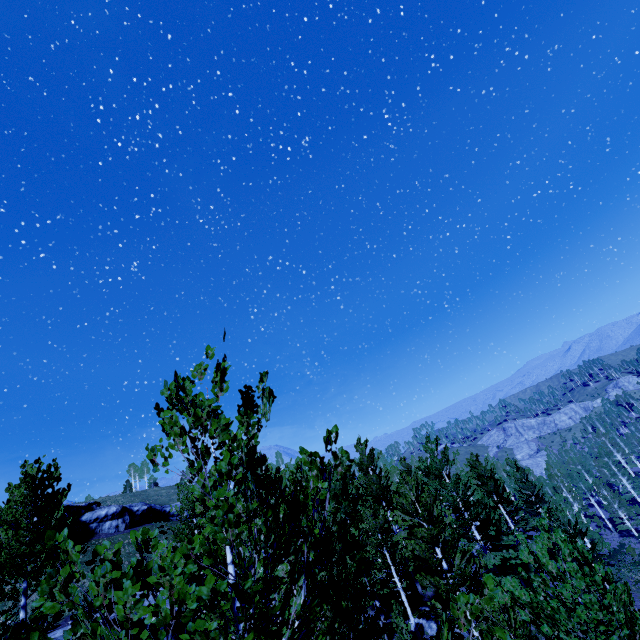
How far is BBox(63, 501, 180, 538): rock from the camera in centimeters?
4288cm

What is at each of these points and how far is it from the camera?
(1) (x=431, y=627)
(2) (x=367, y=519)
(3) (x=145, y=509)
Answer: (1) rock, 19.9 meters
(2) instancedfoliageactor, 19.9 meters
(3) rock, 48.8 meters

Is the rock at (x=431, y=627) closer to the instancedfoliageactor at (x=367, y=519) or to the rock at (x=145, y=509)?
the instancedfoliageactor at (x=367, y=519)

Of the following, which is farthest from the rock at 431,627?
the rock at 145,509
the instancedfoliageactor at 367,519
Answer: the rock at 145,509

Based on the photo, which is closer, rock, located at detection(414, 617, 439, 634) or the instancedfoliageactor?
the instancedfoliageactor

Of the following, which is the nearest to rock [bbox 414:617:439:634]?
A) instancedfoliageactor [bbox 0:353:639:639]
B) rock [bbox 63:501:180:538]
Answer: instancedfoliageactor [bbox 0:353:639:639]

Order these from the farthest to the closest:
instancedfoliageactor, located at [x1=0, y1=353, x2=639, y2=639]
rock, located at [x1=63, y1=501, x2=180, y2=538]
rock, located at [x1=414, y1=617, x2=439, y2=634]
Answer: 1. rock, located at [x1=63, y1=501, x2=180, y2=538]
2. rock, located at [x1=414, y1=617, x2=439, y2=634]
3. instancedfoliageactor, located at [x1=0, y1=353, x2=639, y2=639]
